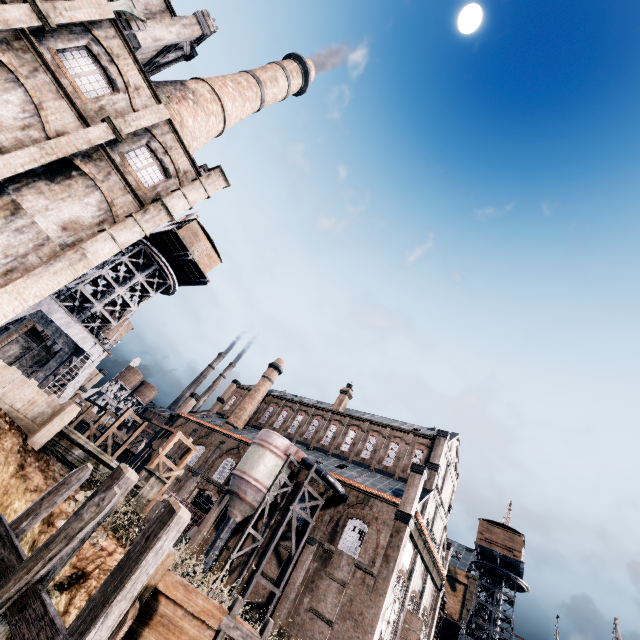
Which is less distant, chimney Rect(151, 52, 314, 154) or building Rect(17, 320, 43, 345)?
chimney Rect(151, 52, 314, 154)

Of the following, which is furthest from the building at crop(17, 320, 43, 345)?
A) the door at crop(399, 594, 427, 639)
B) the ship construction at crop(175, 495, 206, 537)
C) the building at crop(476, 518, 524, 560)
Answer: the building at crop(476, 518, 524, 560)

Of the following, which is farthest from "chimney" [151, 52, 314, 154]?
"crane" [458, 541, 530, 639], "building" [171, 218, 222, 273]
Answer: "crane" [458, 541, 530, 639]

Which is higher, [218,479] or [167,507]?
[218,479]

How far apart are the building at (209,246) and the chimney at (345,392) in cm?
2560

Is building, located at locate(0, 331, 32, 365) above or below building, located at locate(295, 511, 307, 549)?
below

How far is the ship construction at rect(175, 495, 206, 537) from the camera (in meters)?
34.39

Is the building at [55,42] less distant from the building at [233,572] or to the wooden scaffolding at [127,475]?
the wooden scaffolding at [127,475]
